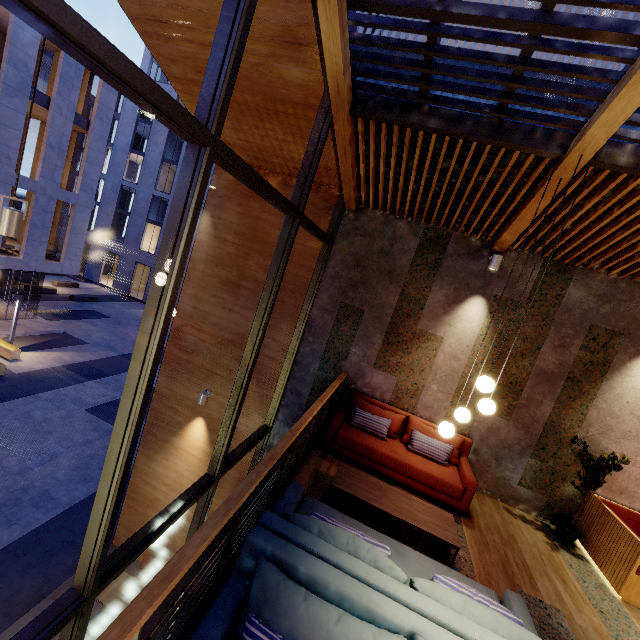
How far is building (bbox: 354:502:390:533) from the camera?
4.0 meters

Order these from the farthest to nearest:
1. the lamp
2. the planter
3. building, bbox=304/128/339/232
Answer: the planter → building, bbox=304/128/339/232 → the lamp

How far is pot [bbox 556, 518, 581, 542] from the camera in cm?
499

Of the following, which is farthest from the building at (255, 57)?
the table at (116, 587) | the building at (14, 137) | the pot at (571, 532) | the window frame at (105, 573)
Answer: the building at (14, 137)

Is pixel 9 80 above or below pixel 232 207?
above

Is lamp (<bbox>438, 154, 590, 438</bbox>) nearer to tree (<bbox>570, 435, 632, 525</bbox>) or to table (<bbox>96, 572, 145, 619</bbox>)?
tree (<bbox>570, 435, 632, 525</bbox>)

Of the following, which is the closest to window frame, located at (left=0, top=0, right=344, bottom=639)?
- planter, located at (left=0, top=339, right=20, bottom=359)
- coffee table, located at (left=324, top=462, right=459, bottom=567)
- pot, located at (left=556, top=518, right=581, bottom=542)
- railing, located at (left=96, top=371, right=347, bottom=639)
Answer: railing, located at (left=96, top=371, right=347, bottom=639)

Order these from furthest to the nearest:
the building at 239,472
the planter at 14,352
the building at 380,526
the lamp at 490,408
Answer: the planter at 14,352 < the building at 239,472 < the building at 380,526 < the lamp at 490,408
